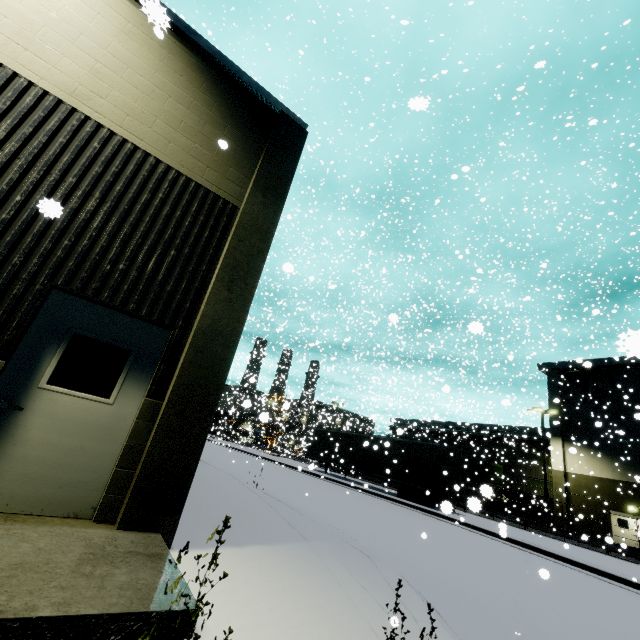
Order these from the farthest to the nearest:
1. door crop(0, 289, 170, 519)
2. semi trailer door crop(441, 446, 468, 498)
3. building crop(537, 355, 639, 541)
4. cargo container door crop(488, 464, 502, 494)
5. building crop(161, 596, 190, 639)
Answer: cargo container door crop(488, 464, 502, 494)
building crop(537, 355, 639, 541)
semi trailer door crop(441, 446, 468, 498)
door crop(0, 289, 170, 519)
building crop(161, 596, 190, 639)

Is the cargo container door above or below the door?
above

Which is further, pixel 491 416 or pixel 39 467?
pixel 491 416

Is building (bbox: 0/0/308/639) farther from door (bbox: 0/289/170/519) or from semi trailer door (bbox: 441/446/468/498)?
semi trailer door (bbox: 441/446/468/498)

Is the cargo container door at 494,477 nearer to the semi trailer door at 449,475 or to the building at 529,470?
the building at 529,470

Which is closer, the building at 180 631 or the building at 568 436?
the building at 180 631

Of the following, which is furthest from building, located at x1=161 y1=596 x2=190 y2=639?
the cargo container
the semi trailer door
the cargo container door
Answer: the semi trailer door

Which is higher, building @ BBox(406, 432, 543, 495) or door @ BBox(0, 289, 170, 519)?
building @ BBox(406, 432, 543, 495)
